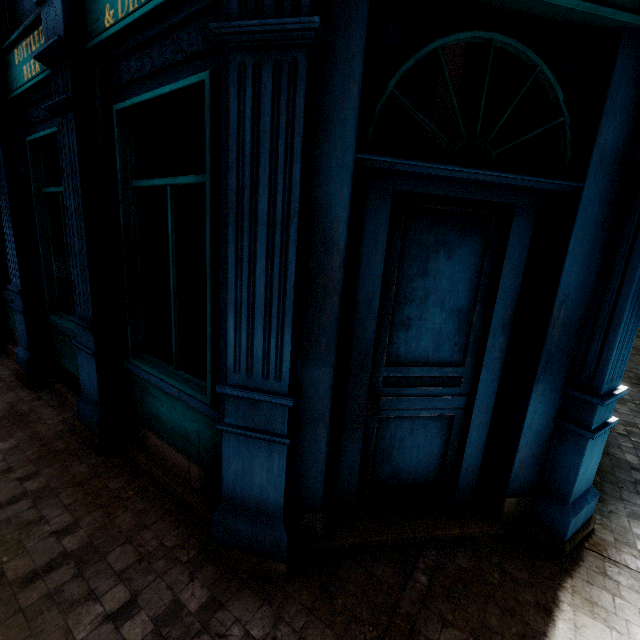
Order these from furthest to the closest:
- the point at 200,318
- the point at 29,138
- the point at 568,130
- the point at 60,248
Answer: the point at 200,318 < the point at 60,248 < the point at 29,138 < the point at 568,130
